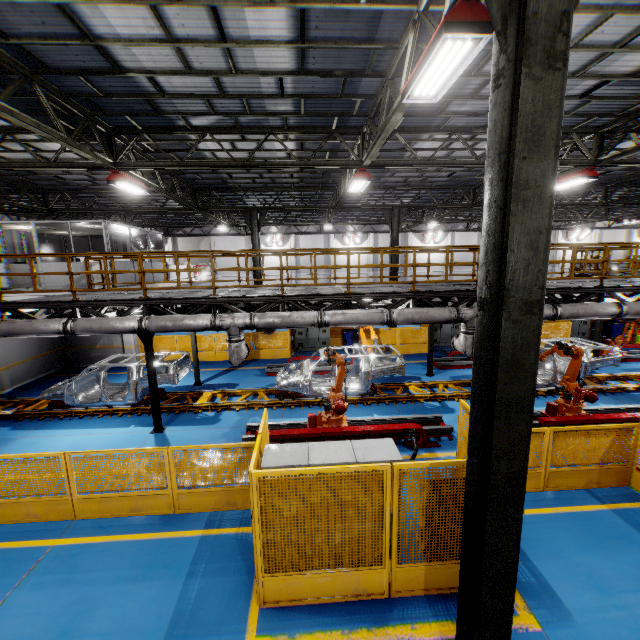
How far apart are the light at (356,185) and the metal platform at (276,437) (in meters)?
7.43

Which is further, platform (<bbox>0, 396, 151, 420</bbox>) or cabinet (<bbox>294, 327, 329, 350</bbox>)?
cabinet (<bbox>294, 327, 329, 350</bbox>)

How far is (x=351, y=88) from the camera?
7.64m

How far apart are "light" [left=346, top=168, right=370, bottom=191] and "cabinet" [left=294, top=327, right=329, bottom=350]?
8.1 meters

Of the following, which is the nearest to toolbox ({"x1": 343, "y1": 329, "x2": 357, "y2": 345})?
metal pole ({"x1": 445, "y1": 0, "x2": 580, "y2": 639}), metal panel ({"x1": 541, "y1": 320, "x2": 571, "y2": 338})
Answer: metal panel ({"x1": 541, "y1": 320, "x2": 571, "y2": 338})

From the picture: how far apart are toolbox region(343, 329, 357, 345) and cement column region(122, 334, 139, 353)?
11.0 meters

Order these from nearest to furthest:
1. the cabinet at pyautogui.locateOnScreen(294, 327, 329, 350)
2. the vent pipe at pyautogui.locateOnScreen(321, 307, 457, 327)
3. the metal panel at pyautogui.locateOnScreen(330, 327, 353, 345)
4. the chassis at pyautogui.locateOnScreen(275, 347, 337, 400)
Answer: the vent pipe at pyautogui.locateOnScreen(321, 307, 457, 327), the chassis at pyautogui.locateOnScreen(275, 347, 337, 400), the cabinet at pyautogui.locateOnScreen(294, 327, 329, 350), the metal panel at pyautogui.locateOnScreen(330, 327, 353, 345)

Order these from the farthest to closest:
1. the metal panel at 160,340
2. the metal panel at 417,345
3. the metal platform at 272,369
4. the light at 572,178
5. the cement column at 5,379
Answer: the metal panel at 417,345 → the metal panel at 160,340 → the metal platform at 272,369 → the cement column at 5,379 → the light at 572,178
